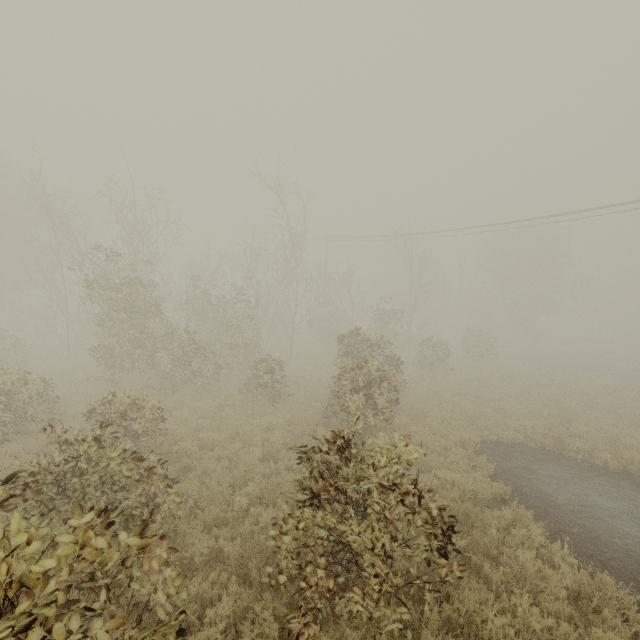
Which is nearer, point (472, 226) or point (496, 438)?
point (496, 438)
